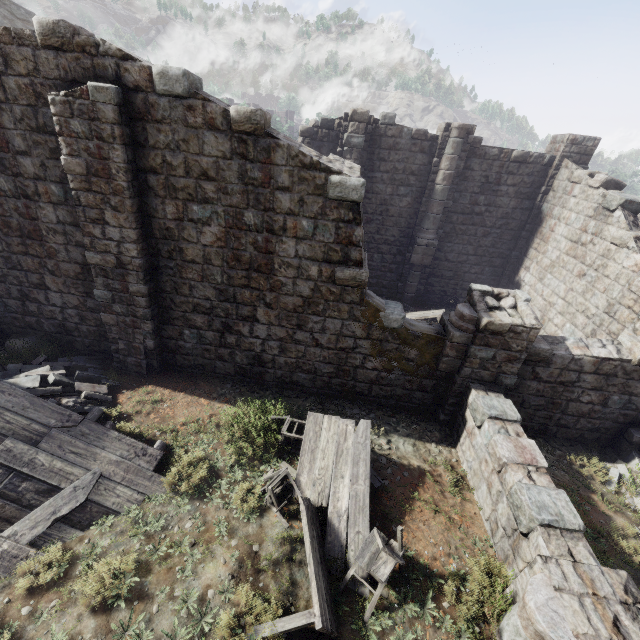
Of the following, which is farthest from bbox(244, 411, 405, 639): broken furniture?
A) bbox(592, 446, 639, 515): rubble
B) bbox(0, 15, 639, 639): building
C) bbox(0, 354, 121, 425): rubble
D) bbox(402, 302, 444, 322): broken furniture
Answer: bbox(402, 302, 444, 322): broken furniture

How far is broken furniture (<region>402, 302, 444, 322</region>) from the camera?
13.65m

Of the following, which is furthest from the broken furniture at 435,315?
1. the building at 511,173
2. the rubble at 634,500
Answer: the rubble at 634,500

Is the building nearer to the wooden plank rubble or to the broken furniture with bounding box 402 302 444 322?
the broken furniture with bounding box 402 302 444 322

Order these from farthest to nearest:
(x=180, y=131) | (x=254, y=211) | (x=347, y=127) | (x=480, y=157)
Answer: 1. (x=480, y=157)
2. (x=347, y=127)
3. (x=254, y=211)
4. (x=180, y=131)

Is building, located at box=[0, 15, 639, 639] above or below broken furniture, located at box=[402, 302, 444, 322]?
above

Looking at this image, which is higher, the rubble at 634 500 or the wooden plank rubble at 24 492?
the wooden plank rubble at 24 492

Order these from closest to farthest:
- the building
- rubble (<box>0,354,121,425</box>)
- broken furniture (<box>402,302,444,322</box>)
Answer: the building, rubble (<box>0,354,121,425</box>), broken furniture (<box>402,302,444,322</box>)
